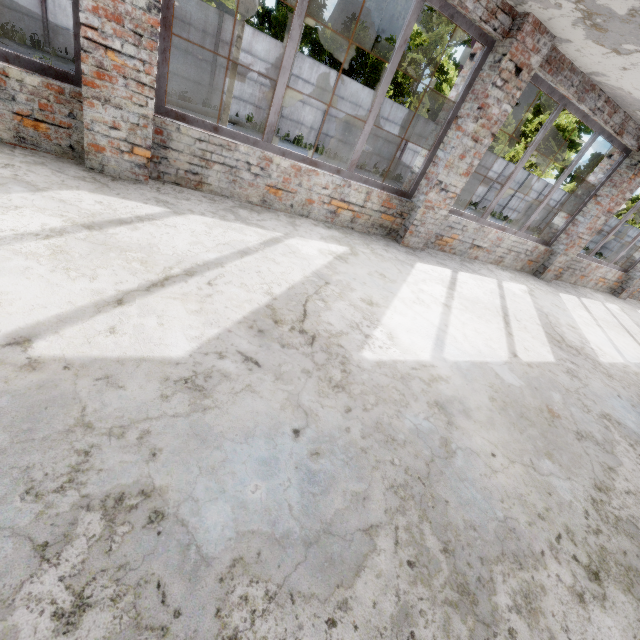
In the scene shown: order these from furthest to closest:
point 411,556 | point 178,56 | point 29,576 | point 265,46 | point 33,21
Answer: point 265,46 → point 178,56 → point 33,21 → point 411,556 → point 29,576
